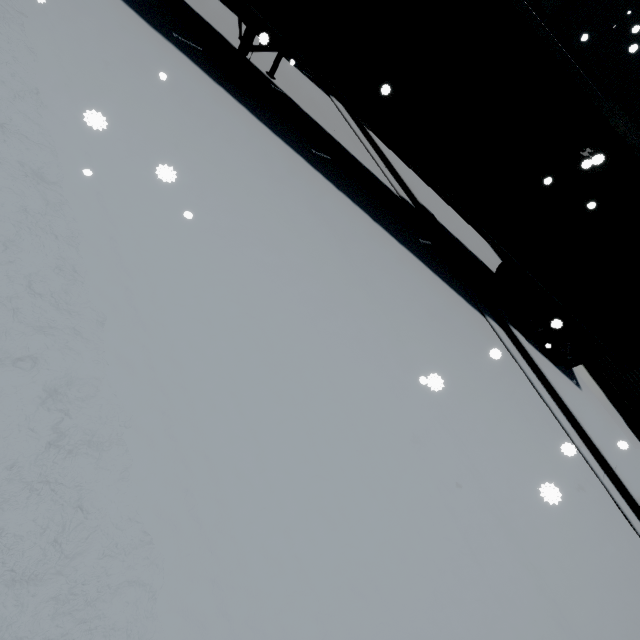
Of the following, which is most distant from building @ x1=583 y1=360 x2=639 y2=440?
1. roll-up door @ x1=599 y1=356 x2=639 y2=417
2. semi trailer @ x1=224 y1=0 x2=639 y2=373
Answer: semi trailer @ x1=224 y1=0 x2=639 y2=373

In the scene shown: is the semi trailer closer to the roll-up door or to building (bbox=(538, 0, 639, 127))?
the roll-up door

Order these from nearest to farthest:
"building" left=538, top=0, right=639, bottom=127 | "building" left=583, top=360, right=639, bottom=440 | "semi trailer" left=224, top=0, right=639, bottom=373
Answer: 1. "semi trailer" left=224, top=0, right=639, bottom=373
2. "building" left=538, top=0, right=639, bottom=127
3. "building" left=583, top=360, right=639, bottom=440

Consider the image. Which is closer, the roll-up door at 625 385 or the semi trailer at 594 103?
the semi trailer at 594 103

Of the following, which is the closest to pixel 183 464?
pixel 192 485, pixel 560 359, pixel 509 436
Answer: pixel 192 485

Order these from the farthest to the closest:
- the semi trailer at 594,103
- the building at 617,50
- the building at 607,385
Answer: the building at 607,385 < the building at 617,50 < the semi trailer at 594,103
